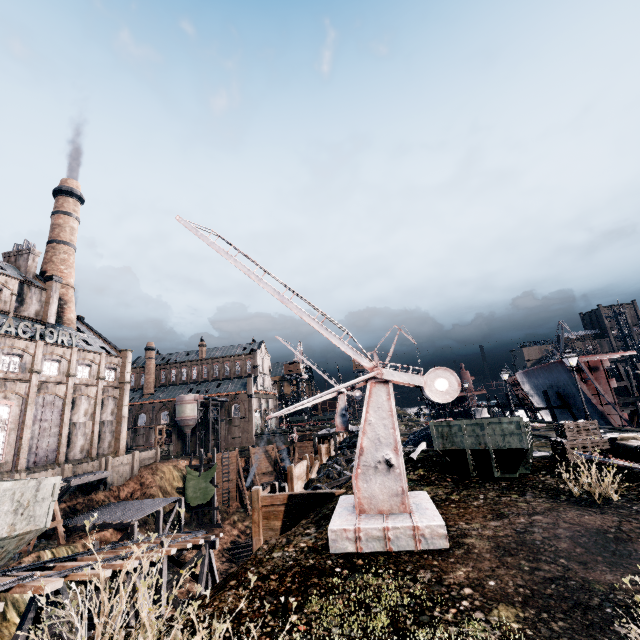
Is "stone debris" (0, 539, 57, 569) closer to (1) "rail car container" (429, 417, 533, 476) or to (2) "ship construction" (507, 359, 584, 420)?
(1) "rail car container" (429, 417, 533, 476)

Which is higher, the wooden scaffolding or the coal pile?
the coal pile

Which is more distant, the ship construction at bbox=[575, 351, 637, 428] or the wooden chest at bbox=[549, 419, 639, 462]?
the ship construction at bbox=[575, 351, 637, 428]

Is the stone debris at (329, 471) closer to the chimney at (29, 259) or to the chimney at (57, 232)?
the chimney at (57, 232)

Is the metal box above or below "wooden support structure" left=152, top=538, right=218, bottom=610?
above

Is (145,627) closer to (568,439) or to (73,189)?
(568,439)

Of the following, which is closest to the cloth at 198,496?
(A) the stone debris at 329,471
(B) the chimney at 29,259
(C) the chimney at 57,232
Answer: (A) the stone debris at 329,471

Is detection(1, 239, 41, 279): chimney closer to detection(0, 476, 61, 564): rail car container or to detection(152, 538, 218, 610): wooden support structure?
detection(152, 538, 218, 610): wooden support structure
